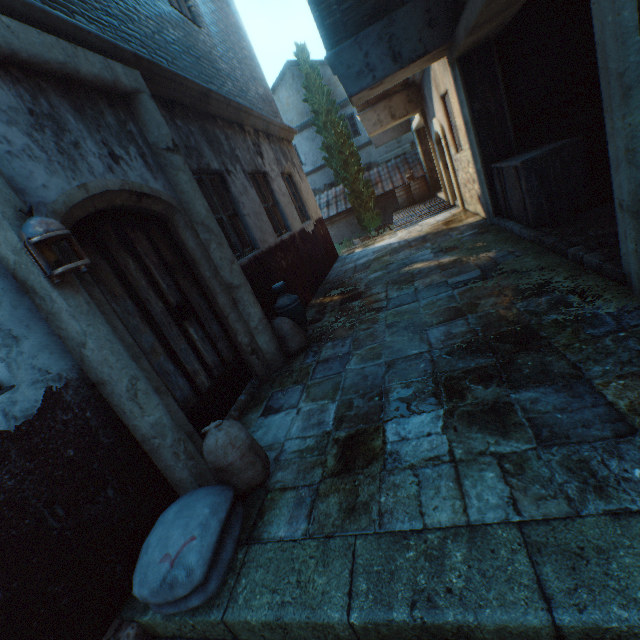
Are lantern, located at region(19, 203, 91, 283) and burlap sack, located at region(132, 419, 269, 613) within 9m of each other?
yes

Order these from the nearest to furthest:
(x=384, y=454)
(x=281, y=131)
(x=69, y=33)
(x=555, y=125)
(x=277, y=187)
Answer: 1. (x=384, y=454)
2. (x=69, y=33)
3. (x=555, y=125)
4. (x=277, y=187)
5. (x=281, y=131)

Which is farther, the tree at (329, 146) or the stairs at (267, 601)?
the tree at (329, 146)

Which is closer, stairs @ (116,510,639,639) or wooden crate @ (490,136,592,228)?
stairs @ (116,510,639,639)

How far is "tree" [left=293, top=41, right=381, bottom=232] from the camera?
15.0m

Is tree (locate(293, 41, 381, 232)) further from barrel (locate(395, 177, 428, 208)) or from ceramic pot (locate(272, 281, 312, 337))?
ceramic pot (locate(272, 281, 312, 337))

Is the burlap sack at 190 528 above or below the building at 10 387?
below

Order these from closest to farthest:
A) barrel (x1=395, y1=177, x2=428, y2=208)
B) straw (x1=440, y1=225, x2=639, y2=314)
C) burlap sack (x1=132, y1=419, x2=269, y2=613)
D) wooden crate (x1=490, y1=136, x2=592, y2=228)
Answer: burlap sack (x1=132, y1=419, x2=269, y2=613), straw (x1=440, y1=225, x2=639, y2=314), wooden crate (x1=490, y1=136, x2=592, y2=228), barrel (x1=395, y1=177, x2=428, y2=208)
